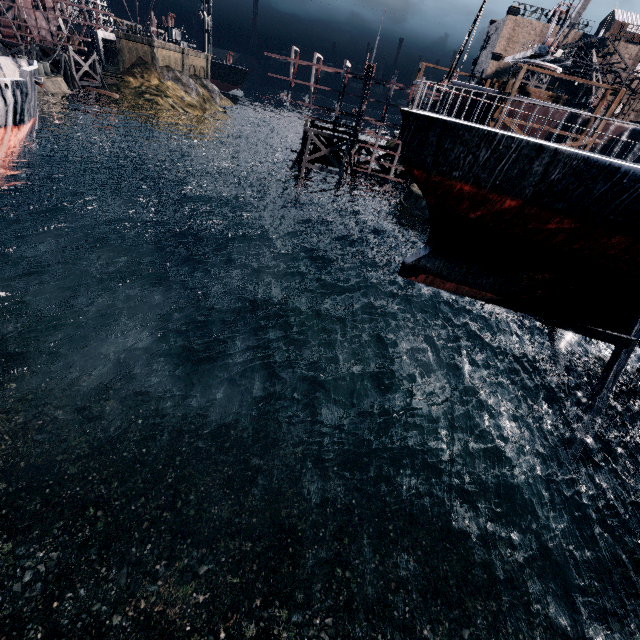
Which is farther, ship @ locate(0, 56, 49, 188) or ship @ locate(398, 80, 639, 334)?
ship @ locate(0, 56, 49, 188)

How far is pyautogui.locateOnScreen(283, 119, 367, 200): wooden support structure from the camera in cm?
3634

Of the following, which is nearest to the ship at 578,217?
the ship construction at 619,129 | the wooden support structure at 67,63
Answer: the ship construction at 619,129

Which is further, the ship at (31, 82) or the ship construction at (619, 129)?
the ship construction at (619, 129)

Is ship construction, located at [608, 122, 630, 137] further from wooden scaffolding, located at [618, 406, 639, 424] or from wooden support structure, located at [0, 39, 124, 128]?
wooden support structure, located at [0, 39, 124, 128]

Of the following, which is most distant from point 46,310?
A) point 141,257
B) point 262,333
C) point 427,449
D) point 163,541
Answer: point 427,449

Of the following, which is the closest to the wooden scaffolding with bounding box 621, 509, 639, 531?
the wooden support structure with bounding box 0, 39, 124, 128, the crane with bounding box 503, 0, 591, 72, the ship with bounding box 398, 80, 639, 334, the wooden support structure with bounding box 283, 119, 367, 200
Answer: the ship with bounding box 398, 80, 639, 334

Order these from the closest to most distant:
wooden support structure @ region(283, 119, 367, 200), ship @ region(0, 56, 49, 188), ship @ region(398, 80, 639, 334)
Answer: ship @ region(398, 80, 639, 334) < ship @ region(0, 56, 49, 188) < wooden support structure @ region(283, 119, 367, 200)
